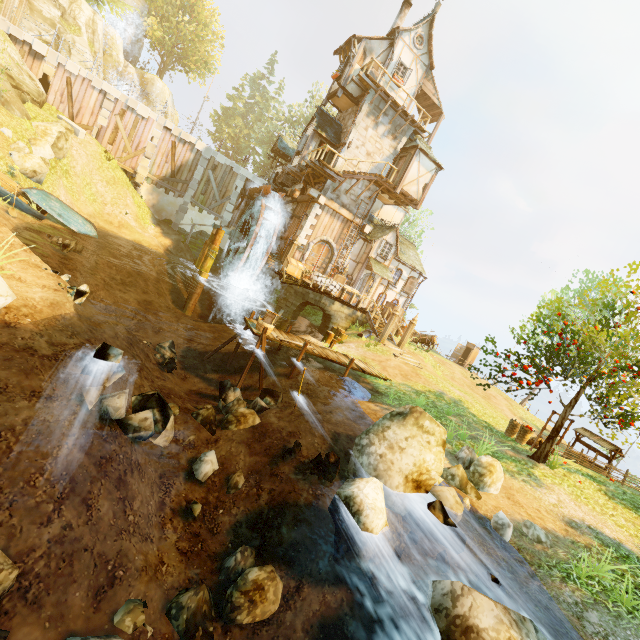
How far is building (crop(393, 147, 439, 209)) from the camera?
21.53m

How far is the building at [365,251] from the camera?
23.4 meters

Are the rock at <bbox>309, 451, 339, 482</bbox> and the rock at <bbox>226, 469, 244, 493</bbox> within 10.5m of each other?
yes

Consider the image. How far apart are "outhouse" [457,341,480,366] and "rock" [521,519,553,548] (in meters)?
30.29

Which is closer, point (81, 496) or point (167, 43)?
point (81, 496)

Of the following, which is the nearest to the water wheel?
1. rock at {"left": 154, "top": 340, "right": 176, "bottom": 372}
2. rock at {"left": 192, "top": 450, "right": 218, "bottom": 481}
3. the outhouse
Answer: rock at {"left": 154, "top": 340, "right": 176, "bottom": 372}

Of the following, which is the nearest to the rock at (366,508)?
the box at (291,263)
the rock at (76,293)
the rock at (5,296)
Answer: the rock at (5,296)

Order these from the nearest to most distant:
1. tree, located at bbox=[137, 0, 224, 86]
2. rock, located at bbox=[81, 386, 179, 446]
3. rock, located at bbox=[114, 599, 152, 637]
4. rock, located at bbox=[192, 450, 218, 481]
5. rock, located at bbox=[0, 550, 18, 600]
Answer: rock, located at bbox=[0, 550, 18, 600] → rock, located at bbox=[114, 599, 152, 637] → rock, located at bbox=[81, 386, 179, 446] → rock, located at bbox=[192, 450, 218, 481] → tree, located at bbox=[137, 0, 224, 86]
